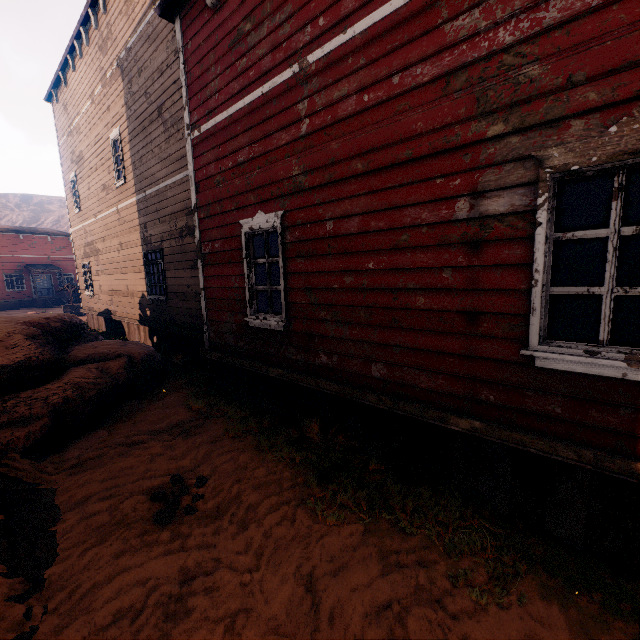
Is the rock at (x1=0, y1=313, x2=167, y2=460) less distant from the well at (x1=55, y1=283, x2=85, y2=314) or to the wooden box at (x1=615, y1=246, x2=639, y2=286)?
the well at (x1=55, y1=283, x2=85, y2=314)

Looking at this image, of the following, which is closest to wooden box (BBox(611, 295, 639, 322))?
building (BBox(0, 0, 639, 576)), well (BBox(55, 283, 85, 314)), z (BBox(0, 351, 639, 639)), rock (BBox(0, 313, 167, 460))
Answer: building (BBox(0, 0, 639, 576))

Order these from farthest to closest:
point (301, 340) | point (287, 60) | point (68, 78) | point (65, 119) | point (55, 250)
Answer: point (55, 250), point (65, 119), point (68, 78), point (301, 340), point (287, 60)

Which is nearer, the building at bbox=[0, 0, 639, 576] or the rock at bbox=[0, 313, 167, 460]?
the building at bbox=[0, 0, 639, 576]

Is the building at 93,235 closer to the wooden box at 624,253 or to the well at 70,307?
the wooden box at 624,253

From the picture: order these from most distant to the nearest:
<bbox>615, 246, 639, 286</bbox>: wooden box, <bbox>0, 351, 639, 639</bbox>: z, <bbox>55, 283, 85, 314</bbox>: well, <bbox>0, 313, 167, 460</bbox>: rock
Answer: <bbox>55, 283, 85, 314</bbox>: well → <bbox>615, 246, 639, 286</bbox>: wooden box → <bbox>0, 313, 167, 460</bbox>: rock → <bbox>0, 351, 639, 639</bbox>: z

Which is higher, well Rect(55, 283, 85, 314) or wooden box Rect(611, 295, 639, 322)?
wooden box Rect(611, 295, 639, 322)

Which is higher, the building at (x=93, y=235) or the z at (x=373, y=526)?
the building at (x=93, y=235)
